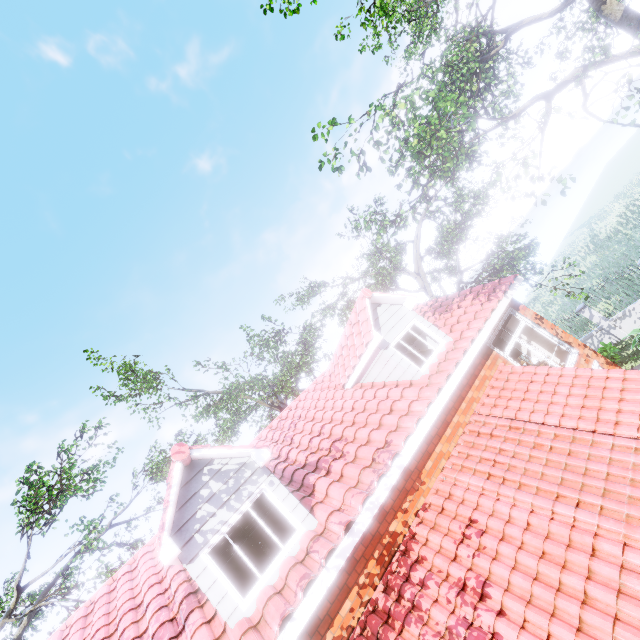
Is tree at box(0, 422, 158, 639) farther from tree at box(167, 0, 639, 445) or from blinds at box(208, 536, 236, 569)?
blinds at box(208, 536, 236, 569)

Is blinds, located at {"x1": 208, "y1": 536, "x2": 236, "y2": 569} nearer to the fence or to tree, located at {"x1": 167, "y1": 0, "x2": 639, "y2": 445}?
tree, located at {"x1": 167, "y1": 0, "x2": 639, "y2": 445}

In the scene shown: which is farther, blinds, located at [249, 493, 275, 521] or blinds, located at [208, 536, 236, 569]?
blinds, located at [249, 493, 275, 521]

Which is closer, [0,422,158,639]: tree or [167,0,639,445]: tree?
[167,0,639,445]: tree

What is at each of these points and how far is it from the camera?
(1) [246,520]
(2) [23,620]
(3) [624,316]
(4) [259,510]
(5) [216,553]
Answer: (1) blinds, 5.90m
(2) tree, 13.45m
(3) fence, 15.23m
(4) blinds, 6.09m
(5) blinds, 5.57m

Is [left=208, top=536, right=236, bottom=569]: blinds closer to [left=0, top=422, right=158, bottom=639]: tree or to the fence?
[left=0, top=422, right=158, bottom=639]: tree

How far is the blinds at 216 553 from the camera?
5.5m
